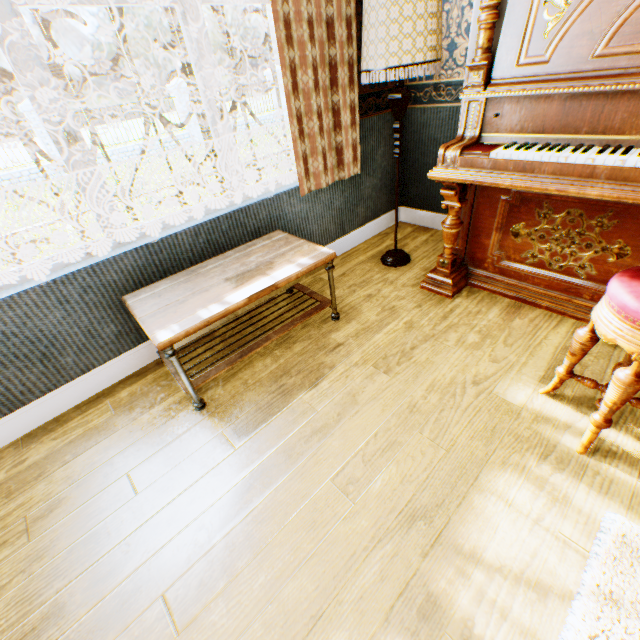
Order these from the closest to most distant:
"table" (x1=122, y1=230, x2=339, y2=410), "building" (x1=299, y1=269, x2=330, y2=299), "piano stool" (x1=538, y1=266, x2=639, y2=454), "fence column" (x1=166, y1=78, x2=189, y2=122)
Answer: "piano stool" (x1=538, y1=266, x2=639, y2=454), "table" (x1=122, y1=230, x2=339, y2=410), "building" (x1=299, y1=269, x2=330, y2=299), "fence column" (x1=166, y1=78, x2=189, y2=122)

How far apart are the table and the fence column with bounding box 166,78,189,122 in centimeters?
1519cm

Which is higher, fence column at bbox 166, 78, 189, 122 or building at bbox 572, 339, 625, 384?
fence column at bbox 166, 78, 189, 122

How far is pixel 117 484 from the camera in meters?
1.6 m

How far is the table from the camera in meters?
1.7 m

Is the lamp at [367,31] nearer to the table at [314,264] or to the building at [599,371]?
the building at [599,371]

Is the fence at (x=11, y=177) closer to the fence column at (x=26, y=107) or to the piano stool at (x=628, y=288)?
the fence column at (x=26, y=107)

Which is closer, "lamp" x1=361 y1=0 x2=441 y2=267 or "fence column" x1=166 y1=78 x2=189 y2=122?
"lamp" x1=361 y1=0 x2=441 y2=267
